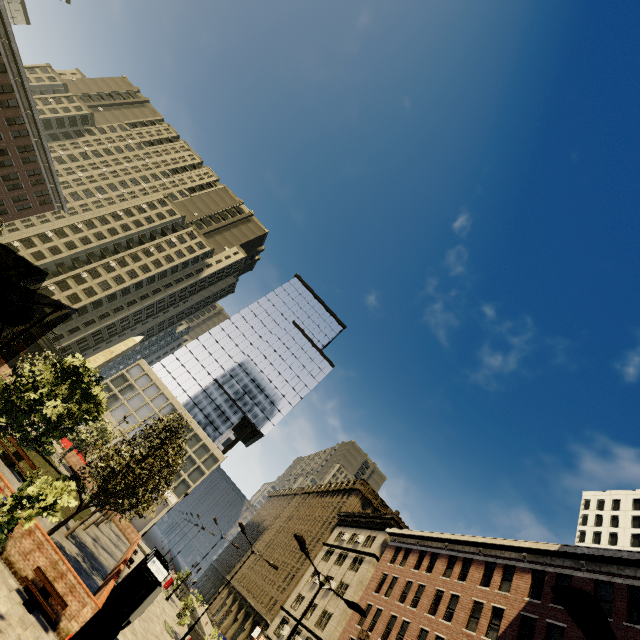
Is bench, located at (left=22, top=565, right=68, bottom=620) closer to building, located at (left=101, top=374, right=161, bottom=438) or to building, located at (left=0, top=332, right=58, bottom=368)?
building, located at (left=101, top=374, right=161, bottom=438)

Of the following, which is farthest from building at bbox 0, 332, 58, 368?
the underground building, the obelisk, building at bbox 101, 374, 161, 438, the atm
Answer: the atm

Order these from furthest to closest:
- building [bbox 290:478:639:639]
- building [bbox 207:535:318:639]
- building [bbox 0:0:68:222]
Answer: building [bbox 207:535:318:639]
building [bbox 0:0:68:222]
building [bbox 290:478:639:639]

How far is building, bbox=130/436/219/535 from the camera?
54.8 meters

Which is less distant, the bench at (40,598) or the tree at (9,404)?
the tree at (9,404)

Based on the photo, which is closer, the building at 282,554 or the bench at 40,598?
the bench at 40,598

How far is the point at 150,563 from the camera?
13.2m

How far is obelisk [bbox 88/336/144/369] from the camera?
30.17m
